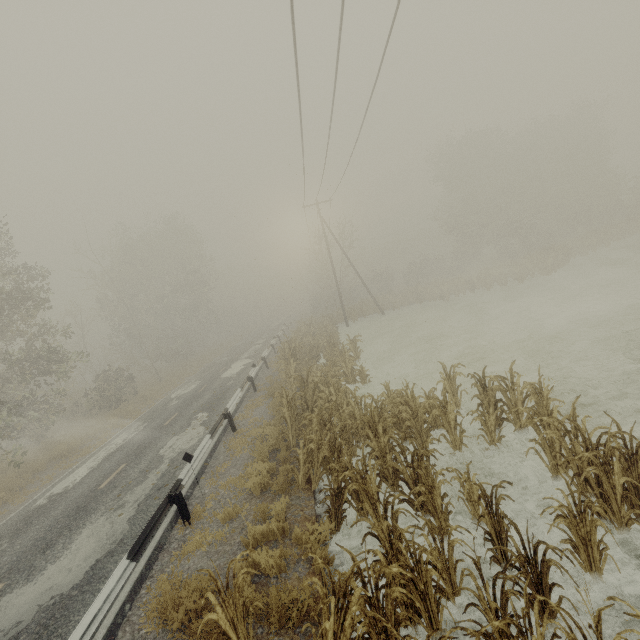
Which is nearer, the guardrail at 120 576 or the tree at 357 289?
the guardrail at 120 576

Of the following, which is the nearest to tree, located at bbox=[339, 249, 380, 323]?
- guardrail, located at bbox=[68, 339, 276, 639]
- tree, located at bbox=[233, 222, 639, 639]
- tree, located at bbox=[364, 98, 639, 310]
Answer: guardrail, located at bbox=[68, 339, 276, 639]

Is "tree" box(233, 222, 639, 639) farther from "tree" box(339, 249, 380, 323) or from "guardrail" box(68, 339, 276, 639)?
"tree" box(339, 249, 380, 323)

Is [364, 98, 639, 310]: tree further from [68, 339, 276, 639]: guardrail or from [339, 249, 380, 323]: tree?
[68, 339, 276, 639]: guardrail

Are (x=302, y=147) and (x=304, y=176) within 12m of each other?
yes

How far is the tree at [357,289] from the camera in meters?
32.9 m

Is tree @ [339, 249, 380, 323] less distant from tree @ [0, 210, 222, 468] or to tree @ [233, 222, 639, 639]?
tree @ [0, 210, 222, 468]

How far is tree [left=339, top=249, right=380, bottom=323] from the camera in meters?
32.9
